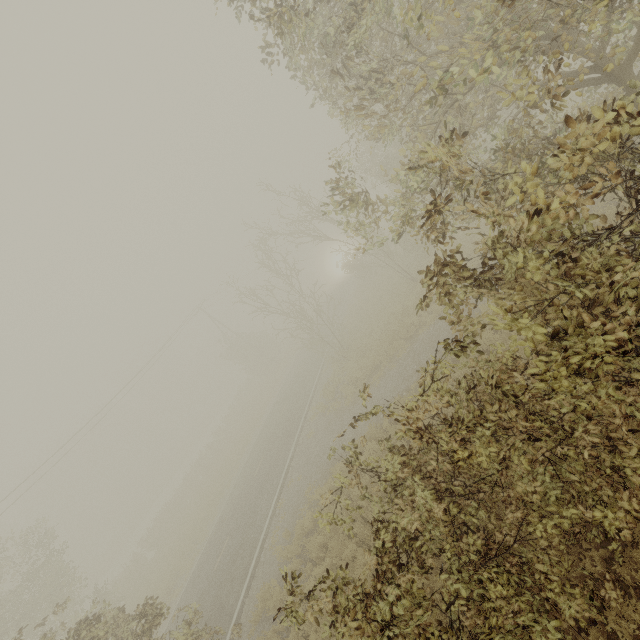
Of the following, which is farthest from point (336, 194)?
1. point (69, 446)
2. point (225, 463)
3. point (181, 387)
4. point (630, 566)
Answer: point (69, 446)
